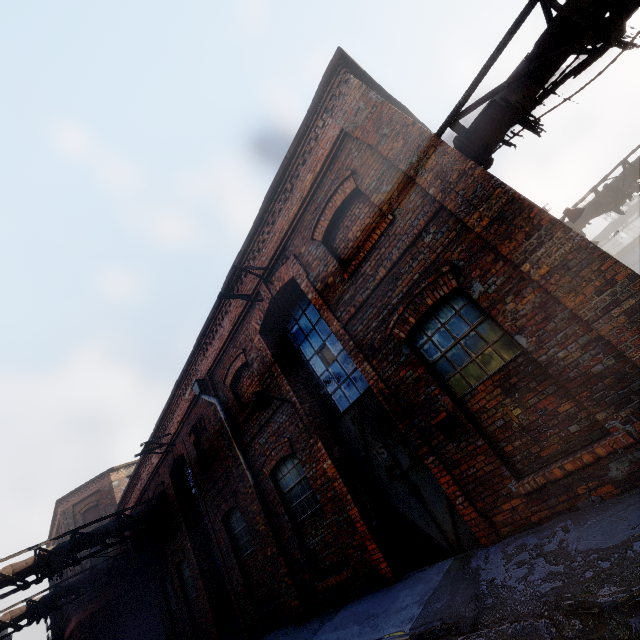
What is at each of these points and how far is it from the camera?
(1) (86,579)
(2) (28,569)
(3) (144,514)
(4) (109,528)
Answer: (1) pipe, 15.5 meters
(2) pipe, 10.0 meters
(3) pipe, 12.5 meters
(4) pipe, 11.6 meters

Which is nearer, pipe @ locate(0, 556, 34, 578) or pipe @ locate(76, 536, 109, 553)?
pipe @ locate(0, 556, 34, 578)

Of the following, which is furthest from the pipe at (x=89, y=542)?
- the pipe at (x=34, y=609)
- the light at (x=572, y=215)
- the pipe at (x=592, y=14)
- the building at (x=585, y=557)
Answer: the light at (x=572, y=215)

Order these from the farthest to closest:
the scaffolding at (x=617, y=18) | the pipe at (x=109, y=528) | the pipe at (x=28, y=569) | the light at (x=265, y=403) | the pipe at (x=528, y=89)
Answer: the pipe at (x=109, y=528), the pipe at (x=28, y=569), the light at (x=265, y=403), the pipe at (x=528, y=89), the scaffolding at (x=617, y=18)

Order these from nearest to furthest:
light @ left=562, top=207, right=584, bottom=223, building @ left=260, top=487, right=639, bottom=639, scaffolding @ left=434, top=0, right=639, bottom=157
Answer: building @ left=260, top=487, right=639, bottom=639 < scaffolding @ left=434, top=0, right=639, bottom=157 < light @ left=562, top=207, right=584, bottom=223

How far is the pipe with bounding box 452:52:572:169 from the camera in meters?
4.6

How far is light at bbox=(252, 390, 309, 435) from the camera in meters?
6.7

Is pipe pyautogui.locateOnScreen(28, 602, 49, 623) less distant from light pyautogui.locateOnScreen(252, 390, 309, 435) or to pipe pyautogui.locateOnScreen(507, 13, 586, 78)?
light pyautogui.locateOnScreen(252, 390, 309, 435)
